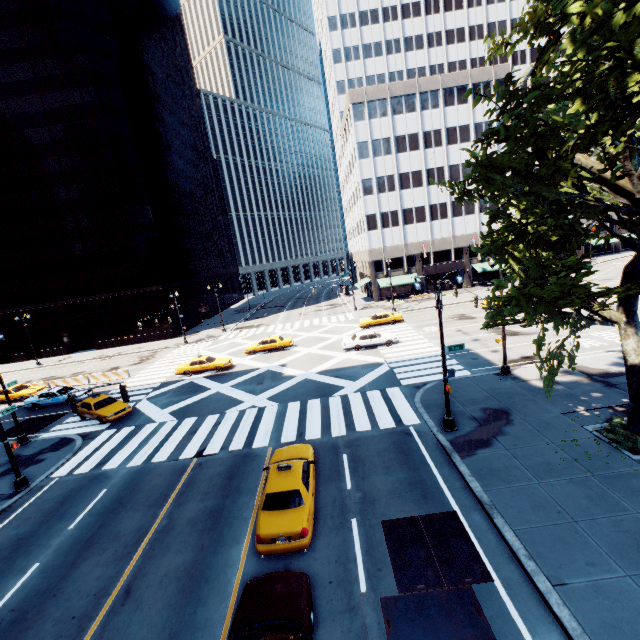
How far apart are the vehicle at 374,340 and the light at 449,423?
14.2m

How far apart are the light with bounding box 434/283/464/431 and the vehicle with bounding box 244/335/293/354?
20.4 meters

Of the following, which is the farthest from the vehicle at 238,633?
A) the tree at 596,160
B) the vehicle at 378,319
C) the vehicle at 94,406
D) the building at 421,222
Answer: the building at 421,222

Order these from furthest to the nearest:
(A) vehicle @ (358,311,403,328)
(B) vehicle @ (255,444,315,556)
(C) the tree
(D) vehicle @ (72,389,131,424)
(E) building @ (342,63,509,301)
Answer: (E) building @ (342,63,509,301) → (A) vehicle @ (358,311,403,328) → (D) vehicle @ (72,389,131,424) → (B) vehicle @ (255,444,315,556) → (C) the tree

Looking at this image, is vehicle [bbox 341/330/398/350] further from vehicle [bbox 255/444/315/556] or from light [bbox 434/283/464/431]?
vehicle [bbox 255/444/315/556]

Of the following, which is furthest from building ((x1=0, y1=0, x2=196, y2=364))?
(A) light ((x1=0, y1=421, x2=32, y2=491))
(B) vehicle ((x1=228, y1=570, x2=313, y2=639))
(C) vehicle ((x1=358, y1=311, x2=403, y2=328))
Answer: (B) vehicle ((x1=228, y1=570, x2=313, y2=639))

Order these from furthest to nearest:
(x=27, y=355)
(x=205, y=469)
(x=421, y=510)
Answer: (x=27, y=355), (x=205, y=469), (x=421, y=510)

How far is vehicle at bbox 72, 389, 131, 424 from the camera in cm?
2216
